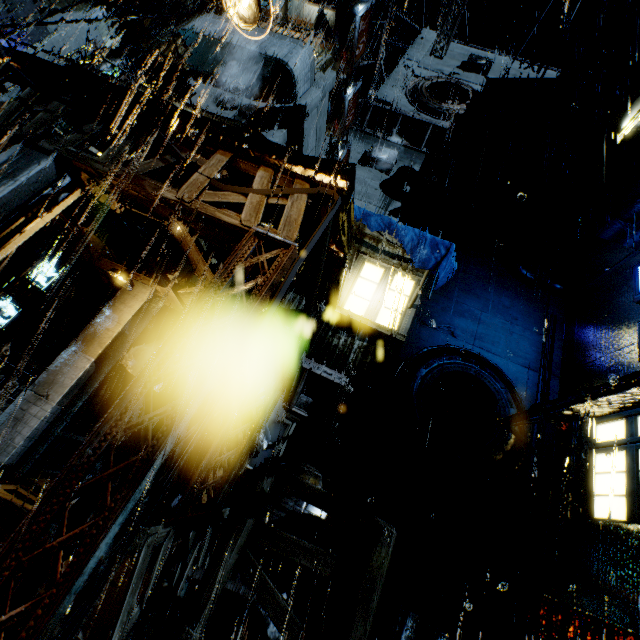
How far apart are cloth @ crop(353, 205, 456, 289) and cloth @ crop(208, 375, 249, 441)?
6.8m

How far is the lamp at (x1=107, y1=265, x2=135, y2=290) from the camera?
8.0m

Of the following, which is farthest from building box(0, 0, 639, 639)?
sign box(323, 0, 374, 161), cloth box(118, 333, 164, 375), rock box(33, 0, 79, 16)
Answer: rock box(33, 0, 79, 16)

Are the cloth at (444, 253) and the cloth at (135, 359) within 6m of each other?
no

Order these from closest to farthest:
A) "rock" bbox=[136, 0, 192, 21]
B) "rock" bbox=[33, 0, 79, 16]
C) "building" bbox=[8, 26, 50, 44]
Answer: "building" bbox=[8, 26, 50, 44] → "rock" bbox=[33, 0, 79, 16] → "rock" bbox=[136, 0, 192, 21]

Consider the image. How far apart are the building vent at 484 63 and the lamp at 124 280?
27.3m

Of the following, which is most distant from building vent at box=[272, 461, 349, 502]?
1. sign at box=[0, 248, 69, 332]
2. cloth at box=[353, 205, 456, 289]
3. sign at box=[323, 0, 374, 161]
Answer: sign at box=[323, 0, 374, 161]

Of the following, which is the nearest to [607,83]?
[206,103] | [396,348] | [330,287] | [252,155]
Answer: [396,348]
